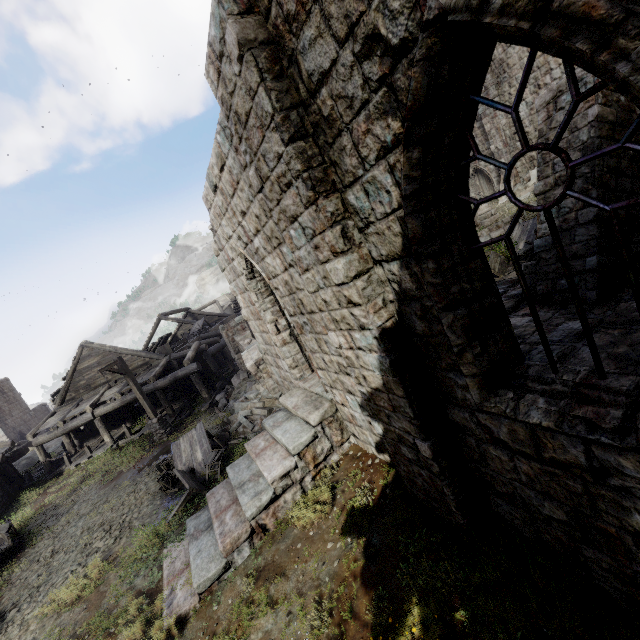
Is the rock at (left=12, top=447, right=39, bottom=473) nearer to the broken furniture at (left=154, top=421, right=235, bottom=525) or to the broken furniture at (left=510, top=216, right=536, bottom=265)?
the broken furniture at (left=154, top=421, right=235, bottom=525)

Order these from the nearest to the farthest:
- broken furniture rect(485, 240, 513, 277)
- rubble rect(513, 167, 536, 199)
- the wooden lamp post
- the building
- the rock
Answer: the building < broken furniture rect(485, 240, 513, 277) < the wooden lamp post < rubble rect(513, 167, 536, 199) < the rock

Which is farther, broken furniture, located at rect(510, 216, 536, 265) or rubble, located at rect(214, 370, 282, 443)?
rubble, located at rect(214, 370, 282, 443)

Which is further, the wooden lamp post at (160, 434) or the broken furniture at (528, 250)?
the wooden lamp post at (160, 434)

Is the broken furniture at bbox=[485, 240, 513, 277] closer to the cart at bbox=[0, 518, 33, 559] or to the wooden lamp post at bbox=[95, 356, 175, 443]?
the wooden lamp post at bbox=[95, 356, 175, 443]

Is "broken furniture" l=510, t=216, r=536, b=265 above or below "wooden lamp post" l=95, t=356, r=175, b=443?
above

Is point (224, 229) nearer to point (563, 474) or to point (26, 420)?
point (563, 474)

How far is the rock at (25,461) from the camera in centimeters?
2484cm
